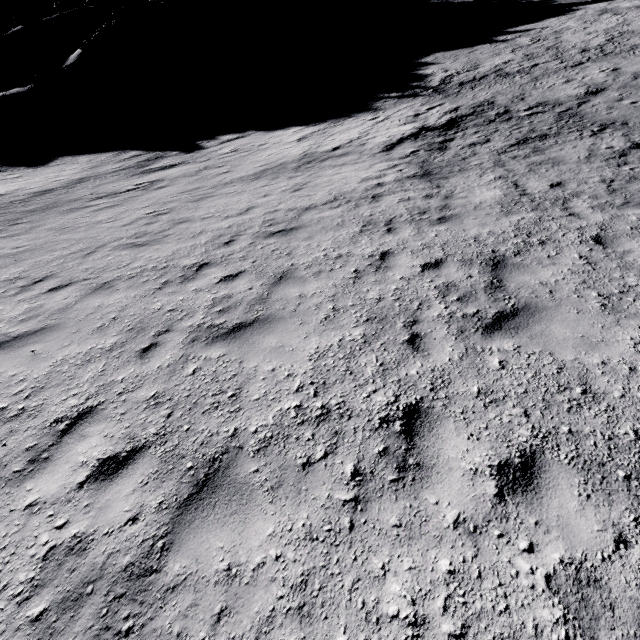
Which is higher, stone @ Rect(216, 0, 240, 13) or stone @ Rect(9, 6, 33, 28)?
stone @ Rect(9, 6, 33, 28)

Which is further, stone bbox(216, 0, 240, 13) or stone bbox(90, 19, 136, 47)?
stone bbox(216, 0, 240, 13)

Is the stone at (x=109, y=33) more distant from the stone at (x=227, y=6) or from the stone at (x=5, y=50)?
the stone at (x=227, y=6)

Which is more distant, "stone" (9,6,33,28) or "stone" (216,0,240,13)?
"stone" (216,0,240,13)

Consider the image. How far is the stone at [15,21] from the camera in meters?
49.5 m

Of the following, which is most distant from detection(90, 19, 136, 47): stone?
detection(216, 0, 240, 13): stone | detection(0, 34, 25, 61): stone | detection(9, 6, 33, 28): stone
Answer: detection(9, 6, 33, 28): stone

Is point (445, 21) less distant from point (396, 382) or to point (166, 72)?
point (166, 72)

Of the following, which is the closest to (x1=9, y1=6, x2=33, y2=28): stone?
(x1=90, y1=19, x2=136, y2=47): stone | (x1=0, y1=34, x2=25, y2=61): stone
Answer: (x1=0, y1=34, x2=25, y2=61): stone
